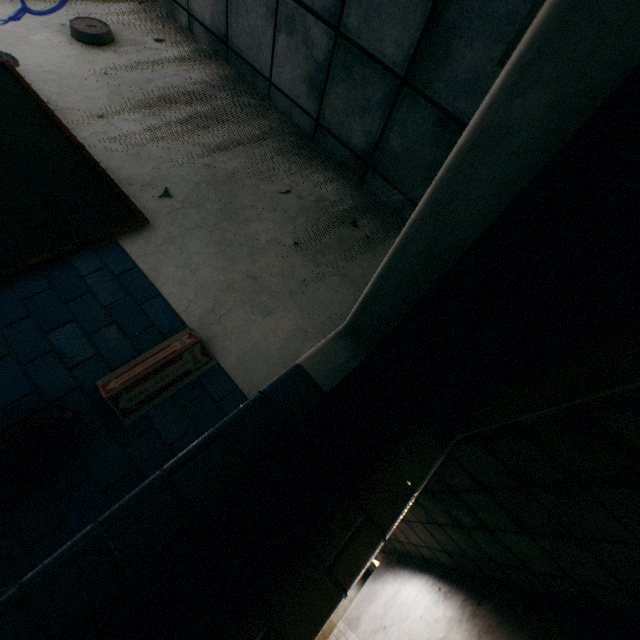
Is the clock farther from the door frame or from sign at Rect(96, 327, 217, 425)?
the door frame

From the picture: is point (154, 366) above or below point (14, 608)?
above

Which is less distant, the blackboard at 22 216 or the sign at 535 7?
the sign at 535 7

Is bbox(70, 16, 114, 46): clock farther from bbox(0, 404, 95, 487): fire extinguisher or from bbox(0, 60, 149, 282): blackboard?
bbox(0, 404, 95, 487): fire extinguisher

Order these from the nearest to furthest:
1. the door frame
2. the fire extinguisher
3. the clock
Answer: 1. the door frame
2. the fire extinguisher
3. the clock

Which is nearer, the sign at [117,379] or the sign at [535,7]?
the sign at [535,7]

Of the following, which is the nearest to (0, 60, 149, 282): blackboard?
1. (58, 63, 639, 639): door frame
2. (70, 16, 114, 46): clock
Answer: (70, 16, 114, 46): clock

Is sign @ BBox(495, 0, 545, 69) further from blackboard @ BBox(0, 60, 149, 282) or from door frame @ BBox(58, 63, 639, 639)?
blackboard @ BBox(0, 60, 149, 282)
